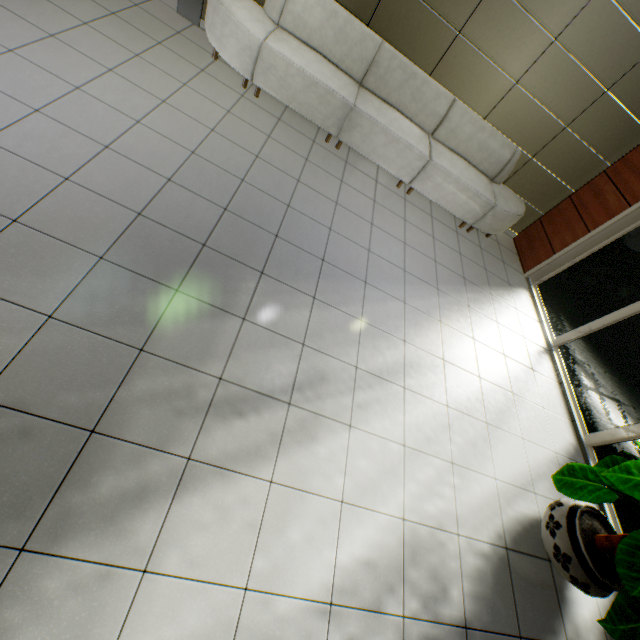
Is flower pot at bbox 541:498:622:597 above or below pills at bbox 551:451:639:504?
below

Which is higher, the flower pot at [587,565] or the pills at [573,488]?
the pills at [573,488]

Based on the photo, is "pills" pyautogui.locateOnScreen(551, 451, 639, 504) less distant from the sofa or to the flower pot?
the flower pot

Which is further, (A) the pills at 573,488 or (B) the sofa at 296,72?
(B) the sofa at 296,72

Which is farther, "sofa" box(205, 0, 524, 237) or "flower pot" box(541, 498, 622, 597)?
"sofa" box(205, 0, 524, 237)

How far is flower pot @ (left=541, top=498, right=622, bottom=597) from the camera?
2.3 meters

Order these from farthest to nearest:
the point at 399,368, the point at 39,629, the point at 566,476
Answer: the point at 399,368 < the point at 566,476 < the point at 39,629

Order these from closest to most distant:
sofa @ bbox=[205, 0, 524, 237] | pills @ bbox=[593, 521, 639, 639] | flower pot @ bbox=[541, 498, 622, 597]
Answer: pills @ bbox=[593, 521, 639, 639] < flower pot @ bbox=[541, 498, 622, 597] < sofa @ bbox=[205, 0, 524, 237]
